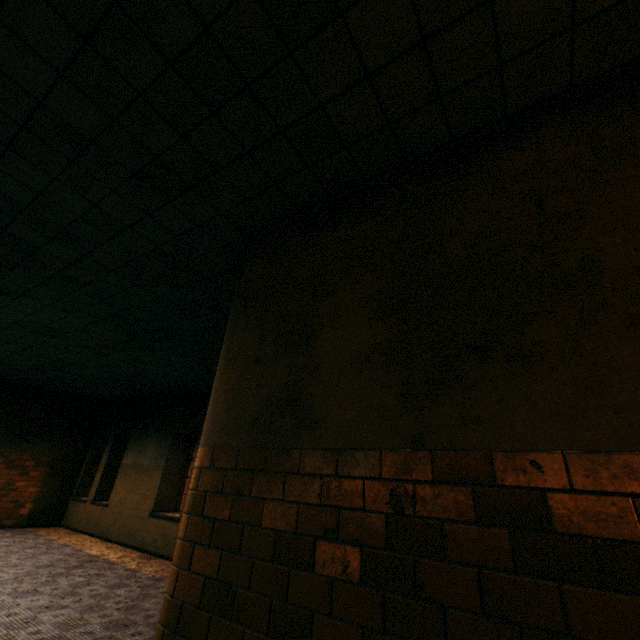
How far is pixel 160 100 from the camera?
2.1m
